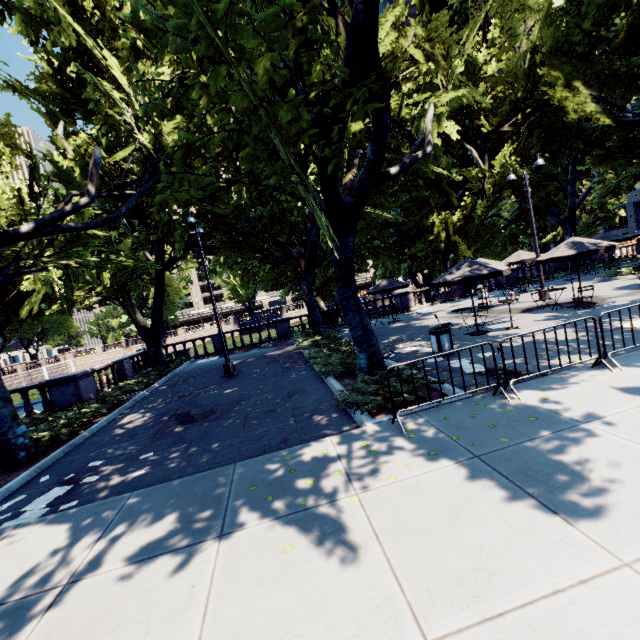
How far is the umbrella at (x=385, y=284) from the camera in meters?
20.5 m

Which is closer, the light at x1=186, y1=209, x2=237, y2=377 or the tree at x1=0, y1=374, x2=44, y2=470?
the tree at x1=0, y1=374, x2=44, y2=470

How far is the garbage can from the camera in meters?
10.5 m

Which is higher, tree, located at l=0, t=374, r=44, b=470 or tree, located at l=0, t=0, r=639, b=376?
tree, located at l=0, t=0, r=639, b=376

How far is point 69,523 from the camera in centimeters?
495cm

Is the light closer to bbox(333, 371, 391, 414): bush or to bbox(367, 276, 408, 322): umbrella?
bbox(333, 371, 391, 414): bush

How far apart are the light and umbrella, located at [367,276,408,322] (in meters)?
10.21

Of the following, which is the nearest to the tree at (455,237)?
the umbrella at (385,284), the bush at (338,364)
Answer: the bush at (338,364)
